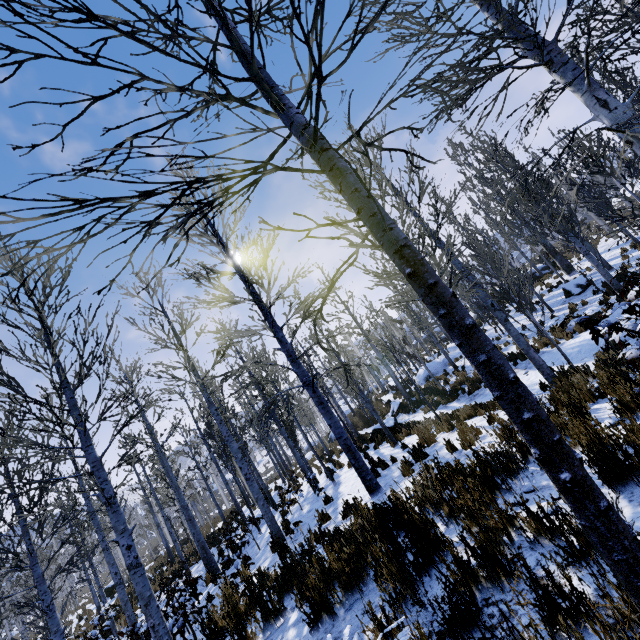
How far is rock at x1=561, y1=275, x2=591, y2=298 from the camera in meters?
17.2 m

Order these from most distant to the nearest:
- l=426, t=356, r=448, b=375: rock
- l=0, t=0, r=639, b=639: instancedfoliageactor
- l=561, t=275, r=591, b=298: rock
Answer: l=426, t=356, r=448, b=375: rock < l=561, t=275, r=591, b=298: rock < l=0, t=0, r=639, b=639: instancedfoliageactor

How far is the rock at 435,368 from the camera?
22.32m

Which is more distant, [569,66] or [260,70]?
[569,66]

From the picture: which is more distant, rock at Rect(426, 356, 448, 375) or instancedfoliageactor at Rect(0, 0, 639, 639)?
rock at Rect(426, 356, 448, 375)

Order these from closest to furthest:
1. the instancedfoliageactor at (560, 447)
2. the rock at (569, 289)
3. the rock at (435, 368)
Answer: the instancedfoliageactor at (560, 447)
the rock at (569, 289)
the rock at (435, 368)

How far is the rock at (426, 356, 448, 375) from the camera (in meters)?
22.32

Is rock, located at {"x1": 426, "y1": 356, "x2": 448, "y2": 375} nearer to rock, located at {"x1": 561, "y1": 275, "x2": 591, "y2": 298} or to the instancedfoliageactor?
the instancedfoliageactor
